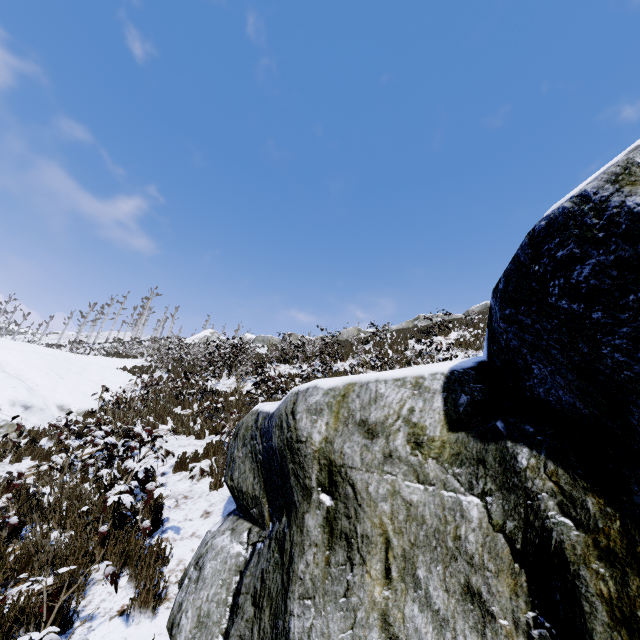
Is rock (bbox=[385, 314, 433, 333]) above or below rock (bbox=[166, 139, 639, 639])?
above

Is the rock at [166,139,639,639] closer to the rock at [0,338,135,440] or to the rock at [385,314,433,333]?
the rock at [0,338,135,440]

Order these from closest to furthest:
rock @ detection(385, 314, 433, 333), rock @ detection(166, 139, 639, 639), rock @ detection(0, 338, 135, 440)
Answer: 1. rock @ detection(166, 139, 639, 639)
2. rock @ detection(0, 338, 135, 440)
3. rock @ detection(385, 314, 433, 333)

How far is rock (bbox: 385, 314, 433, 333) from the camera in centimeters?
2772cm

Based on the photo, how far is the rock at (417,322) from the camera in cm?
2772

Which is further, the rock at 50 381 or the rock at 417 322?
the rock at 417 322

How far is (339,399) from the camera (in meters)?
2.57

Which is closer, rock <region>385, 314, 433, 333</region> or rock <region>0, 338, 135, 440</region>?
rock <region>0, 338, 135, 440</region>
